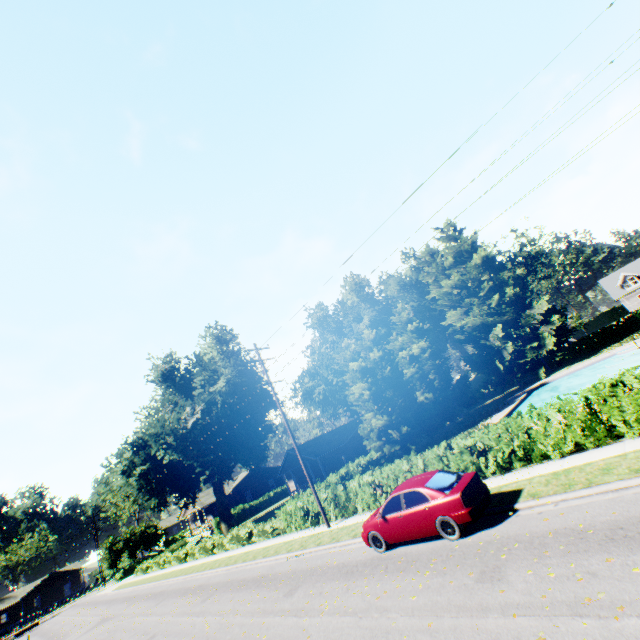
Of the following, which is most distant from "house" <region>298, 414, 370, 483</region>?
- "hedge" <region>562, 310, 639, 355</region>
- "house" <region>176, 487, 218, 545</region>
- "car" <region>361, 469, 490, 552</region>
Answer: "car" <region>361, 469, 490, 552</region>

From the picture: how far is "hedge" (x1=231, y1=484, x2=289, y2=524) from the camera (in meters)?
48.22

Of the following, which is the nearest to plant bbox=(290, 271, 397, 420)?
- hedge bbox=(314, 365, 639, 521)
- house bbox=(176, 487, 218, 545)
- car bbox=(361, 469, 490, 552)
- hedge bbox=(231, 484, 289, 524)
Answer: house bbox=(176, 487, 218, 545)

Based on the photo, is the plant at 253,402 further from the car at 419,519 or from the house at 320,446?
the car at 419,519

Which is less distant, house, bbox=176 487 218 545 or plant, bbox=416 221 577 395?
plant, bbox=416 221 577 395

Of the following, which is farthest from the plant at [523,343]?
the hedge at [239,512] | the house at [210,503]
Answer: the hedge at [239,512]

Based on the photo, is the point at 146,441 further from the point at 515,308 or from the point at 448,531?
the point at 515,308

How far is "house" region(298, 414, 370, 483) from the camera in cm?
3725
